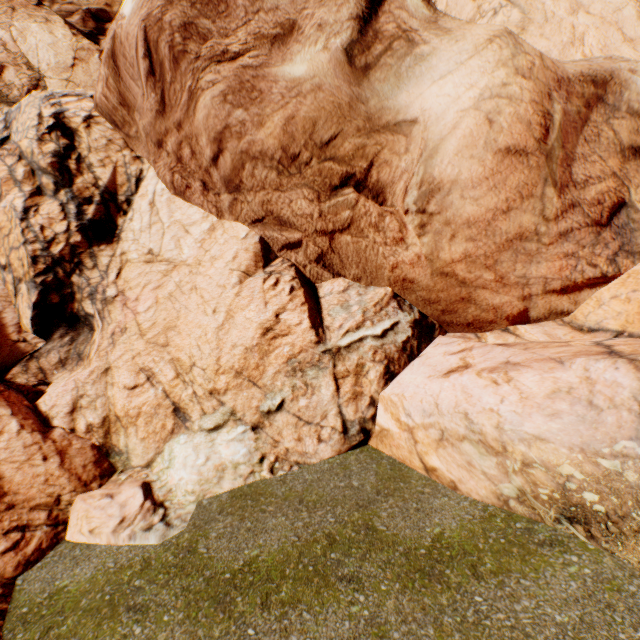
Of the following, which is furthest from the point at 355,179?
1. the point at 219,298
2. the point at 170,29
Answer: the point at 170,29
